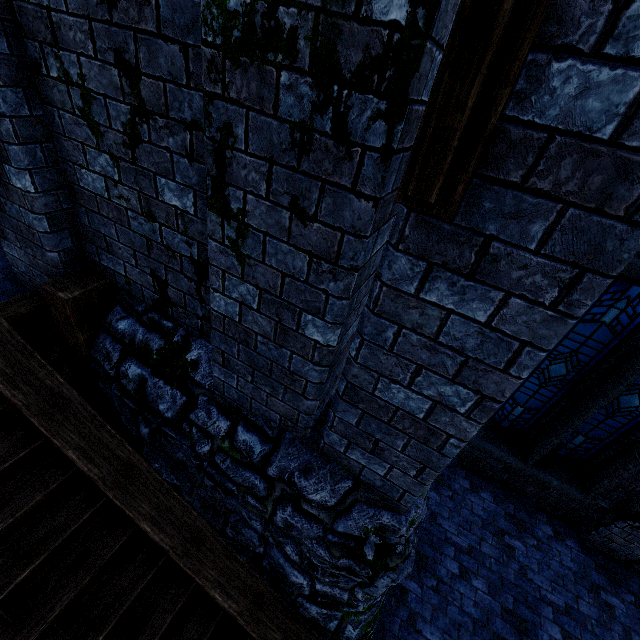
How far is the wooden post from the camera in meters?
3.0

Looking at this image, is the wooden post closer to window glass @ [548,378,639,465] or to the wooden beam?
the wooden beam

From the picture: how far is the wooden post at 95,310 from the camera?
3.0m

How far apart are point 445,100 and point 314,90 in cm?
59

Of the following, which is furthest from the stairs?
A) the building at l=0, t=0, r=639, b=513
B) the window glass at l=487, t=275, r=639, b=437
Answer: the window glass at l=487, t=275, r=639, b=437

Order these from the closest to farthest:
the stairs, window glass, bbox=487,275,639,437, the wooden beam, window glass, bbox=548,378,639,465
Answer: the stairs, the wooden beam, window glass, bbox=487,275,639,437, window glass, bbox=548,378,639,465

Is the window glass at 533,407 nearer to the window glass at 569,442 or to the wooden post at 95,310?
the window glass at 569,442

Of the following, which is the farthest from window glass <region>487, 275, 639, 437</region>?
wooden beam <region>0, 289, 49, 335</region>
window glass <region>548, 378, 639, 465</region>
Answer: wooden beam <region>0, 289, 49, 335</region>
